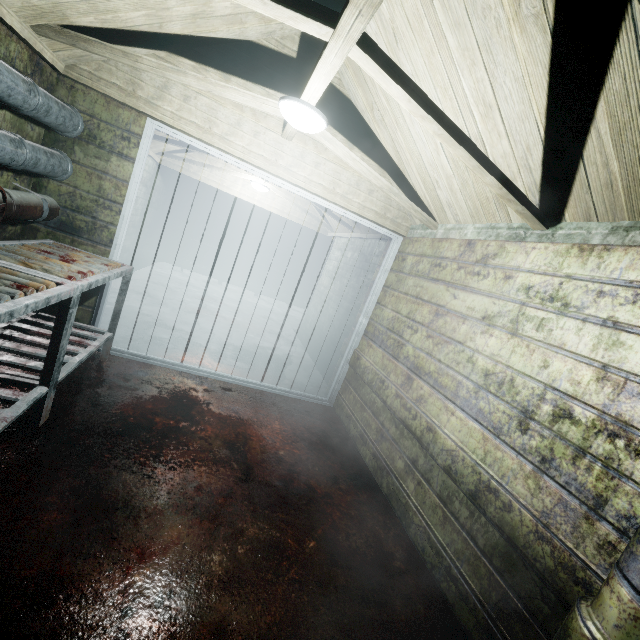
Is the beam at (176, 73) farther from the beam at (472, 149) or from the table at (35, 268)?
the table at (35, 268)

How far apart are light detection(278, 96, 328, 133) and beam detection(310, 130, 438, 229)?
0.0m

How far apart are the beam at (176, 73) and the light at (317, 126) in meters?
0.0 m

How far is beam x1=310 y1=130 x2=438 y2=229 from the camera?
2.4 meters

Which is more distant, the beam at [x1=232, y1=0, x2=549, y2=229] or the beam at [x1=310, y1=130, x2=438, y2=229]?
the beam at [x1=310, y1=130, x2=438, y2=229]

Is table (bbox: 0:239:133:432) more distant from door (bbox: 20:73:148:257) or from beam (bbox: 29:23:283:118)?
beam (bbox: 29:23:283:118)

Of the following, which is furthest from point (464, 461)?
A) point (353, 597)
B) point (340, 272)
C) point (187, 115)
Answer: point (340, 272)

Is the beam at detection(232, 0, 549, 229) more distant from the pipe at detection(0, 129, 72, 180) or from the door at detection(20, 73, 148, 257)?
the door at detection(20, 73, 148, 257)
